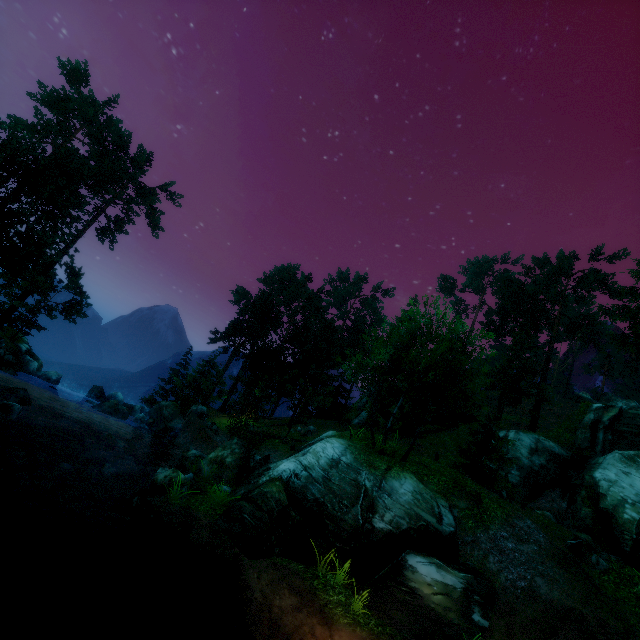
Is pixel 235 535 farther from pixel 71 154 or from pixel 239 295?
pixel 239 295

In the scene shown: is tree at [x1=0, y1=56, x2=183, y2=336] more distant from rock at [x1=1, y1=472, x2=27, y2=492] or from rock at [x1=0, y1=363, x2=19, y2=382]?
rock at [x1=1, y1=472, x2=27, y2=492]

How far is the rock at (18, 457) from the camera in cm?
1426

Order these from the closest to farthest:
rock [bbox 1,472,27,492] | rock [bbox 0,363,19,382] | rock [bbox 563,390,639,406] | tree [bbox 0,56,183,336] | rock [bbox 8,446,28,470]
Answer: rock [bbox 1,472,27,492] → rock [bbox 8,446,28,470] → rock [bbox 0,363,19,382] → tree [bbox 0,56,183,336] → rock [bbox 563,390,639,406]

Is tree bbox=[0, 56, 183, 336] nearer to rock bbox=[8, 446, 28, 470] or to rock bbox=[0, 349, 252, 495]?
rock bbox=[8, 446, 28, 470]

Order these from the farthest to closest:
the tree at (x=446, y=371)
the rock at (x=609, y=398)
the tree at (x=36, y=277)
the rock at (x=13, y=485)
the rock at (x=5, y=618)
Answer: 1. the rock at (x=609, y=398)
2. the tree at (x=36, y=277)
3. the tree at (x=446, y=371)
4. the rock at (x=13, y=485)
5. the rock at (x=5, y=618)

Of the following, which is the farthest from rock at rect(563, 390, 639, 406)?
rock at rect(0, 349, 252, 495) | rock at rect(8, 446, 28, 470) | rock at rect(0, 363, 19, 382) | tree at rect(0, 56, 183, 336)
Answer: rock at rect(0, 363, 19, 382)

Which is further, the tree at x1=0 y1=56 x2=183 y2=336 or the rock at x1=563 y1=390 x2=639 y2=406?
the rock at x1=563 y1=390 x2=639 y2=406
